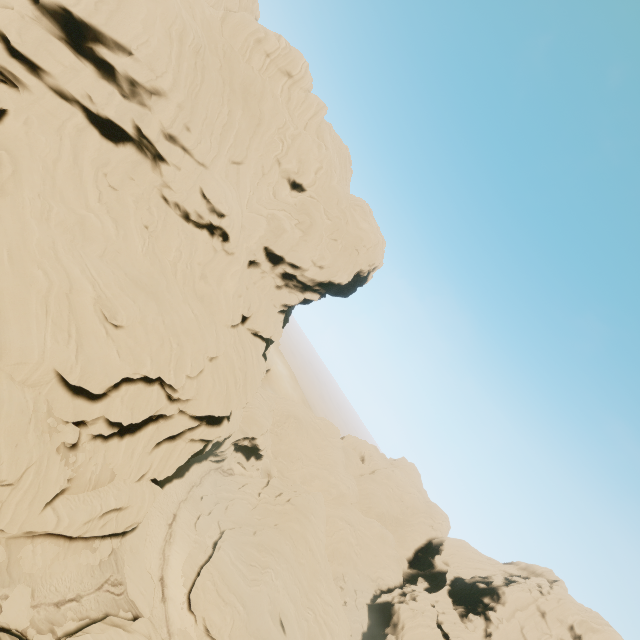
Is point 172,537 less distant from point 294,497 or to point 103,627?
point 103,627

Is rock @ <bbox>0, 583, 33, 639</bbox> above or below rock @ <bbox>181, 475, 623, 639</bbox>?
below

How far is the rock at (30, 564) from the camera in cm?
2262

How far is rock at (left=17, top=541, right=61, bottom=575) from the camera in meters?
22.6

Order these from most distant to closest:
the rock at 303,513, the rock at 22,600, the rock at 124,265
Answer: the rock at 303,513
the rock at 124,265
the rock at 22,600

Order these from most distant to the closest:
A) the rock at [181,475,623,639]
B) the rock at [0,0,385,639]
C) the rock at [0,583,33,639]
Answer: the rock at [181,475,623,639], the rock at [0,0,385,639], the rock at [0,583,33,639]

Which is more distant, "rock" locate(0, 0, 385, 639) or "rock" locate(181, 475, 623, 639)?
"rock" locate(181, 475, 623, 639)
